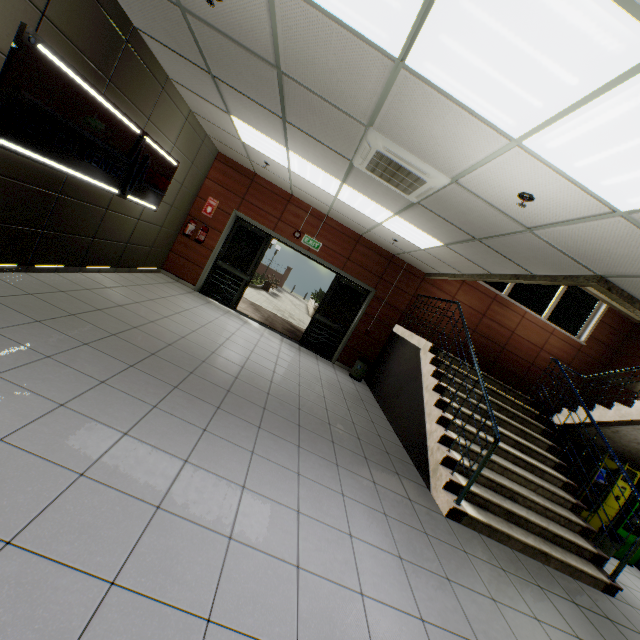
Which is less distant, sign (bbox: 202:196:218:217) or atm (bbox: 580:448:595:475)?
atm (bbox: 580:448:595:475)

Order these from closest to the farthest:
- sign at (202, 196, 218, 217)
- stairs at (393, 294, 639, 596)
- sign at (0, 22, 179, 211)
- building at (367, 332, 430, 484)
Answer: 1. sign at (0, 22, 179, 211)
2. stairs at (393, 294, 639, 596)
3. building at (367, 332, 430, 484)
4. sign at (202, 196, 218, 217)

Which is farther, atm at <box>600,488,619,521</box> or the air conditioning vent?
atm at <box>600,488,619,521</box>

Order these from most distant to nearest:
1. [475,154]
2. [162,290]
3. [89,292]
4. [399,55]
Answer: [162,290], [89,292], [475,154], [399,55]

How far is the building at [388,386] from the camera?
5.3 meters

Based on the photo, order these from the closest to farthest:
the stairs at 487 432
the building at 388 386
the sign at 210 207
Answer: the stairs at 487 432, the building at 388 386, the sign at 210 207

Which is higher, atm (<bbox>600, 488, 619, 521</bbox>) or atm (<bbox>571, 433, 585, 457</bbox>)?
atm (<bbox>571, 433, 585, 457</bbox>)

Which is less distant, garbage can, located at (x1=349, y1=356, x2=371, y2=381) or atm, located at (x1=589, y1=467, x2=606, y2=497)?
atm, located at (x1=589, y1=467, x2=606, y2=497)
